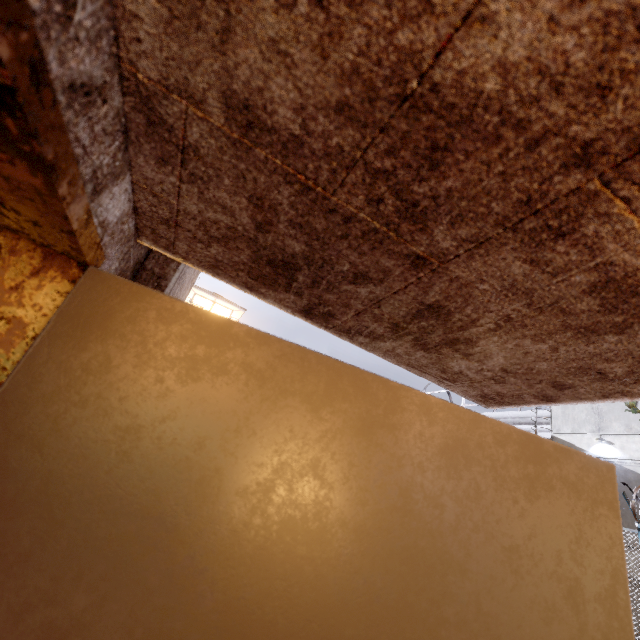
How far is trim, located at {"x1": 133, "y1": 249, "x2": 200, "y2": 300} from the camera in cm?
73

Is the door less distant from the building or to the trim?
the trim

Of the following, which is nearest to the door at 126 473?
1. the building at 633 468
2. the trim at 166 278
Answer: the trim at 166 278

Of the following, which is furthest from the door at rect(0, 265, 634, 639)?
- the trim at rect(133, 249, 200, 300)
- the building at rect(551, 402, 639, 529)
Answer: the building at rect(551, 402, 639, 529)

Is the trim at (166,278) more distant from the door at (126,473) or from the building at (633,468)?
the building at (633,468)

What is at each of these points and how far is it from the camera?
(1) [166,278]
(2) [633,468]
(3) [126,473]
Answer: (1) trim, 0.7m
(2) building, 12.4m
(3) door, 0.4m
